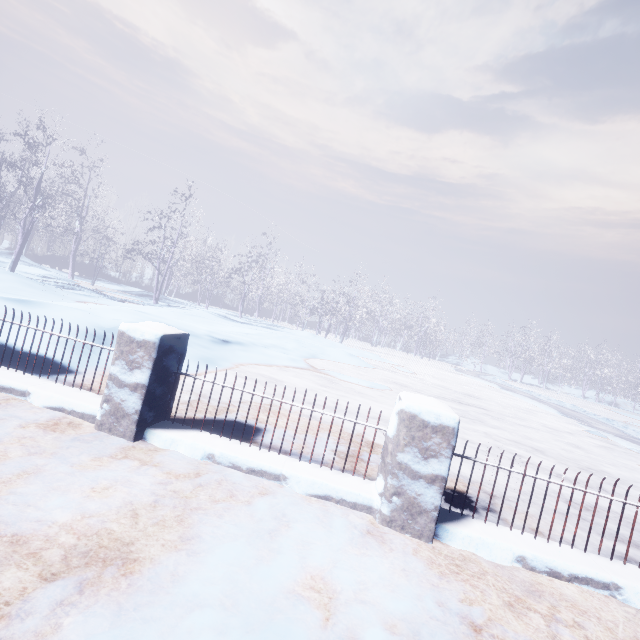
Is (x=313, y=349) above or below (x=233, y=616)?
above
